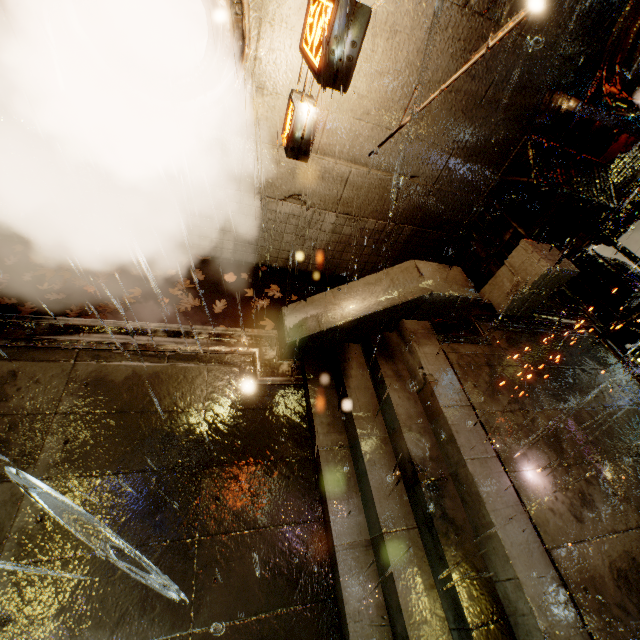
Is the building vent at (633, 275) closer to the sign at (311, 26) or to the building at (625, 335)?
the building at (625, 335)

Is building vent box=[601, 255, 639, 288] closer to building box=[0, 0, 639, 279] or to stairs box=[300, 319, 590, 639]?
building box=[0, 0, 639, 279]

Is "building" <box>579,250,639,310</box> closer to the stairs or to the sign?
the sign

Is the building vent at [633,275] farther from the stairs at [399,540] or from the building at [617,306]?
the stairs at [399,540]

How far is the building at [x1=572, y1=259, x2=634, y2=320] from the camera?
9.7 meters

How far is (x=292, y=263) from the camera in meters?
8.6 m

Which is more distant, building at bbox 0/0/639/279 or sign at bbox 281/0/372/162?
building at bbox 0/0/639/279

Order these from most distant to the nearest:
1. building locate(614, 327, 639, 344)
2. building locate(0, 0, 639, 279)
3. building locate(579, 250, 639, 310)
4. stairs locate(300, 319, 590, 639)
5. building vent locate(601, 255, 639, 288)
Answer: building vent locate(601, 255, 639, 288), building locate(579, 250, 639, 310), building locate(614, 327, 639, 344), building locate(0, 0, 639, 279), stairs locate(300, 319, 590, 639)
